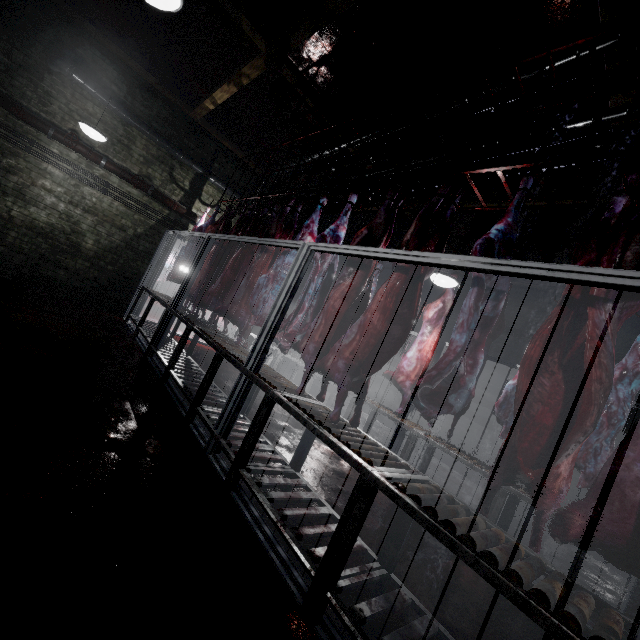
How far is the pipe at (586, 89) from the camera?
2.7m

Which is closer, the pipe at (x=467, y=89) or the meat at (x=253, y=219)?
the pipe at (x=467, y=89)

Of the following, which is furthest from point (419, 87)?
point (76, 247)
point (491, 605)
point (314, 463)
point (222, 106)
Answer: point (76, 247)

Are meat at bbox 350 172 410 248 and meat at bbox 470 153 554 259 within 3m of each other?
yes

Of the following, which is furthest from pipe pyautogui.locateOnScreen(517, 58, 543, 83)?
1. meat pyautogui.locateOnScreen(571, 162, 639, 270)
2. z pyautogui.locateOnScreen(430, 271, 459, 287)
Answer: z pyautogui.locateOnScreen(430, 271, 459, 287)

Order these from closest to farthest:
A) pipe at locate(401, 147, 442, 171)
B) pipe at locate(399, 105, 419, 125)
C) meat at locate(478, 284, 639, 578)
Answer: meat at locate(478, 284, 639, 578)
pipe at locate(399, 105, 419, 125)
pipe at locate(401, 147, 442, 171)

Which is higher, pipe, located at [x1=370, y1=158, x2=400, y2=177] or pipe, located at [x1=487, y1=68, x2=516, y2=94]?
pipe, located at [x1=370, y1=158, x2=400, y2=177]

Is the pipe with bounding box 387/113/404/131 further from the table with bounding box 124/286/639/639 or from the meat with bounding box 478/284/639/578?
the table with bounding box 124/286/639/639
